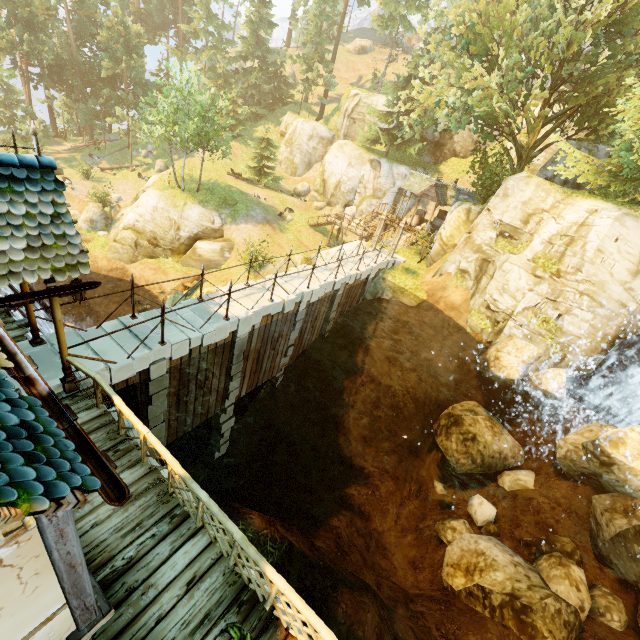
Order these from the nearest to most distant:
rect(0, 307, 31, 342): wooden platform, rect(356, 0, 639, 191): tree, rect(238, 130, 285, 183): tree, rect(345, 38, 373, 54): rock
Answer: rect(0, 307, 31, 342): wooden platform < rect(356, 0, 639, 191): tree < rect(238, 130, 285, 183): tree < rect(345, 38, 373, 54): rock

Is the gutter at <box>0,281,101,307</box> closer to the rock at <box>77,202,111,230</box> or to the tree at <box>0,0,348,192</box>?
the tree at <box>0,0,348,192</box>

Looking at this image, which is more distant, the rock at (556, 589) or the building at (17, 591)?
the rock at (556, 589)

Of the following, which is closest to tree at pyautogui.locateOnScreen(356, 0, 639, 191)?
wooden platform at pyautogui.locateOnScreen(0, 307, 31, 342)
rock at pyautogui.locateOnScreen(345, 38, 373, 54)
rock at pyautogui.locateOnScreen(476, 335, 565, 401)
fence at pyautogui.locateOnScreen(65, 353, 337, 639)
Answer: fence at pyautogui.locateOnScreen(65, 353, 337, 639)

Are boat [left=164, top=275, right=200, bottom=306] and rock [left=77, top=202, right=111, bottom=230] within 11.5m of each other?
yes

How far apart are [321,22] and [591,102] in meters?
41.2 m

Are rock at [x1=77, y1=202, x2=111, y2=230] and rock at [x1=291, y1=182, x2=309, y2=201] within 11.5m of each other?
no

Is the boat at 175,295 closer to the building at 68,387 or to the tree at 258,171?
the tree at 258,171
